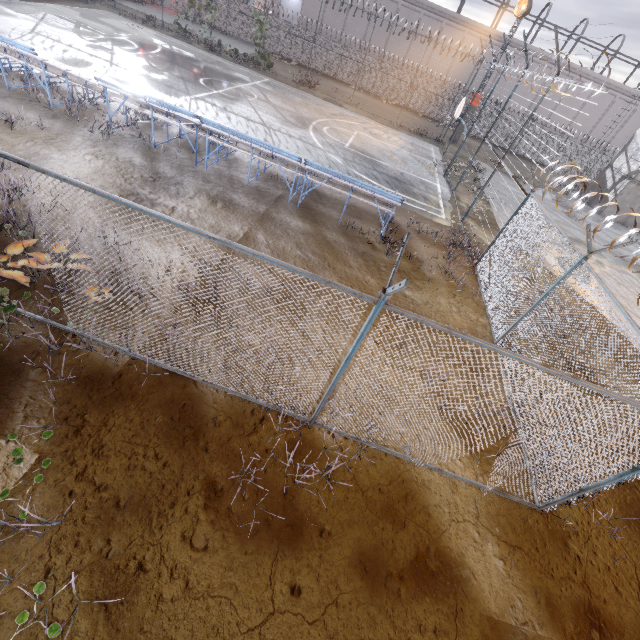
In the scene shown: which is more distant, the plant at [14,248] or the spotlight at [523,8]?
the spotlight at [523,8]

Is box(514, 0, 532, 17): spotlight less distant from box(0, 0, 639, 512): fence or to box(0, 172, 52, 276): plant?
box(0, 0, 639, 512): fence

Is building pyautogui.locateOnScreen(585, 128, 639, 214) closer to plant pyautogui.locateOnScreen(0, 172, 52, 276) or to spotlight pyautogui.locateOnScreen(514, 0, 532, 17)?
spotlight pyautogui.locateOnScreen(514, 0, 532, 17)

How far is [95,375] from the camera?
4.89m

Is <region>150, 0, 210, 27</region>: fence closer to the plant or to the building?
the plant

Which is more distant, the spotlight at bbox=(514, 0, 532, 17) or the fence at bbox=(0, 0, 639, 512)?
the spotlight at bbox=(514, 0, 532, 17)

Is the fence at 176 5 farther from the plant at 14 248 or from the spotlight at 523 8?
the spotlight at 523 8
